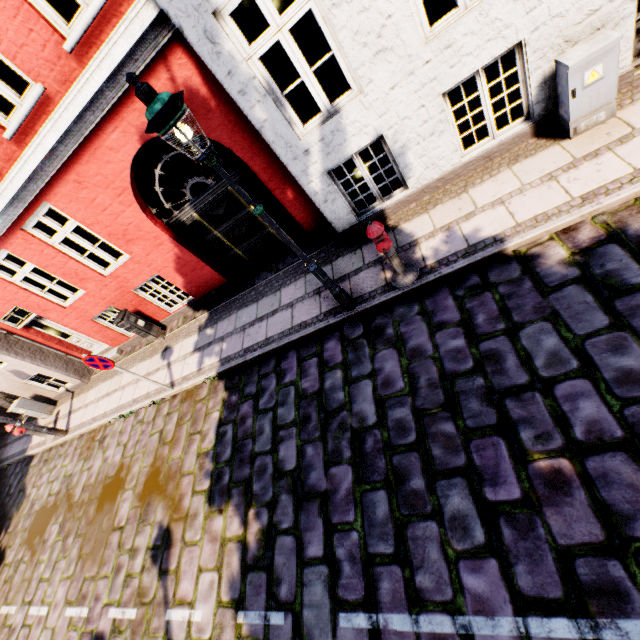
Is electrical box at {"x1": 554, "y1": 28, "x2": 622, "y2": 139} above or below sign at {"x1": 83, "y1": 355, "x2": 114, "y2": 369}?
below

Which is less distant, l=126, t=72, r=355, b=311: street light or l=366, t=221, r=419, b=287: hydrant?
l=126, t=72, r=355, b=311: street light

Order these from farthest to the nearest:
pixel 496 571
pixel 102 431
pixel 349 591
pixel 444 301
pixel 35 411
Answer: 1. pixel 35 411
2. pixel 102 431
3. pixel 444 301
4. pixel 349 591
5. pixel 496 571

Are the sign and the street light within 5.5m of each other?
yes

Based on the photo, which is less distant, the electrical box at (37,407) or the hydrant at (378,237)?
the hydrant at (378,237)

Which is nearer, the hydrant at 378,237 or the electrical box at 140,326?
the hydrant at 378,237

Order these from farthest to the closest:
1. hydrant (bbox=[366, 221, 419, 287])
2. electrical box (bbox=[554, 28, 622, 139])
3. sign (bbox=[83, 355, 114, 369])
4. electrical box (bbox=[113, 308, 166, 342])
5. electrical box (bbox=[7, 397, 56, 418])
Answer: electrical box (bbox=[7, 397, 56, 418]), electrical box (bbox=[113, 308, 166, 342]), sign (bbox=[83, 355, 114, 369]), hydrant (bbox=[366, 221, 419, 287]), electrical box (bbox=[554, 28, 622, 139])

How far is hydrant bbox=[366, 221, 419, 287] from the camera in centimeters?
436cm
